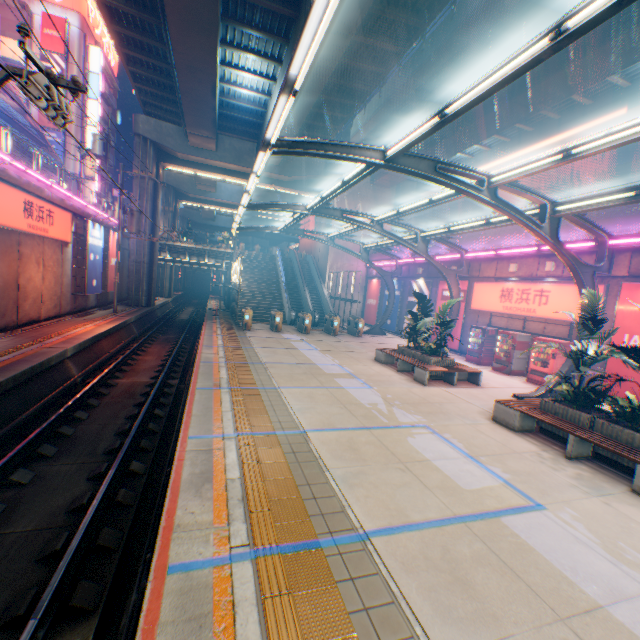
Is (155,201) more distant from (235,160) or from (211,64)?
(211,64)

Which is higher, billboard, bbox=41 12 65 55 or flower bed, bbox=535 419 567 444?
billboard, bbox=41 12 65 55

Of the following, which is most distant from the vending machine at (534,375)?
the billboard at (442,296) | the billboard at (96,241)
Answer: the billboard at (96,241)

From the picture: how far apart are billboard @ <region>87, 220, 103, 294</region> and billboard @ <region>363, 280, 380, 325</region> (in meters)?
21.50

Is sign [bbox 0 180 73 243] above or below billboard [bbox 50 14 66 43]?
below

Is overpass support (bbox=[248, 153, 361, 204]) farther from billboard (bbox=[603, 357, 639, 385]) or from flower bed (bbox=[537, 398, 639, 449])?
flower bed (bbox=[537, 398, 639, 449])

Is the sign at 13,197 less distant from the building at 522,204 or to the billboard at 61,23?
the billboard at 61,23

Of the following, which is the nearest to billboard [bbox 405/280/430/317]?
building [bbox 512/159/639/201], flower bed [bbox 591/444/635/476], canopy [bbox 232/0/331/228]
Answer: canopy [bbox 232/0/331/228]
